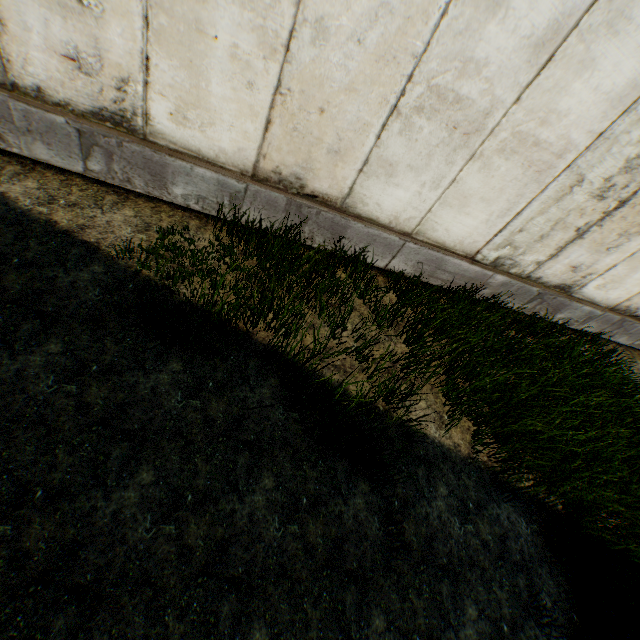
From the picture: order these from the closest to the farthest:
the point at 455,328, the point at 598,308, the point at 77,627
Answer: the point at 77,627
the point at 455,328
the point at 598,308
